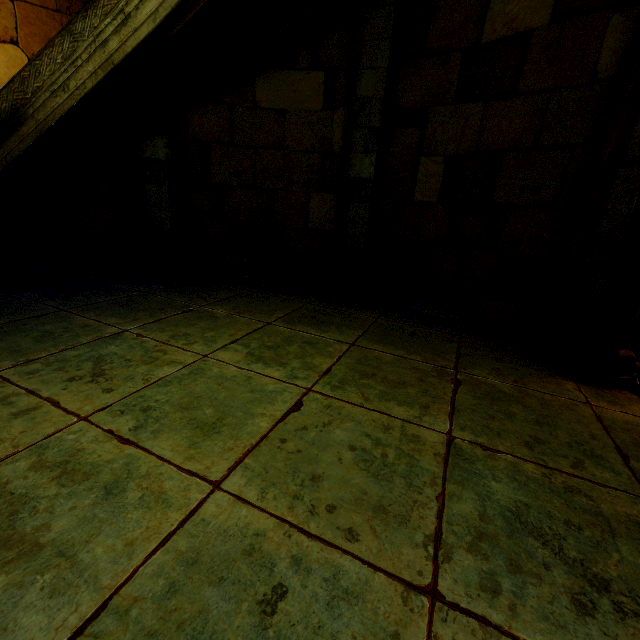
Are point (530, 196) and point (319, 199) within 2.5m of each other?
no
